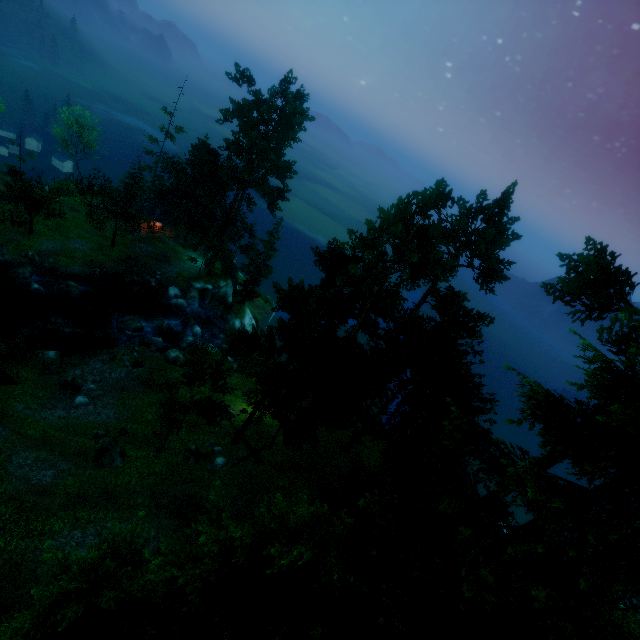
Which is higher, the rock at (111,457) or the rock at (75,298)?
the rock at (111,457)

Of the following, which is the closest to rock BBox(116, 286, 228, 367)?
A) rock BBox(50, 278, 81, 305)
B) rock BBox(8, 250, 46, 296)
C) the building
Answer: rock BBox(50, 278, 81, 305)

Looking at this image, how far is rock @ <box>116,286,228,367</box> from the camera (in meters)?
32.18

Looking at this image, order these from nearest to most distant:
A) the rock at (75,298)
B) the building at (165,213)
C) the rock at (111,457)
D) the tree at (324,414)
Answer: the tree at (324,414) → the rock at (111,457) → the rock at (75,298) → the building at (165,213)

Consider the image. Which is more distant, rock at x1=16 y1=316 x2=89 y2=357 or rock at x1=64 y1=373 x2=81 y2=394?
rock at x1=16 y1=316 x2=89 y2=357

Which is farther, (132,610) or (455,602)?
(455,602)

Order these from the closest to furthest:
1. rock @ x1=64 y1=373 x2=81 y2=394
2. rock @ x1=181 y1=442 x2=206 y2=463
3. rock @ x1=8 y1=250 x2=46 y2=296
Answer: rock @ x1=181 y1=442 x2=206 y2=463
rock @ x1=64 y1=373 x2=81 y2=394
rock @ x1=8 y1=250 x2=46 y2=296

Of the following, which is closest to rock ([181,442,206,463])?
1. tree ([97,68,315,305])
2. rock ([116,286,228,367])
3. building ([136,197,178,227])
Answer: tree ([97,68,315,305])
